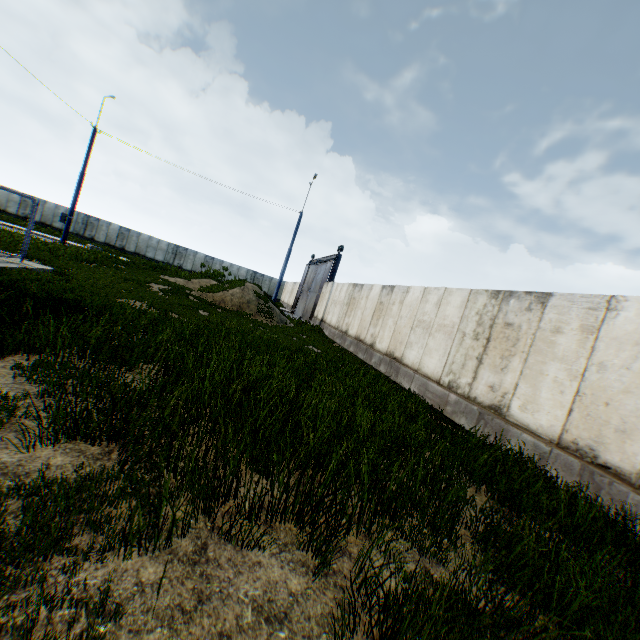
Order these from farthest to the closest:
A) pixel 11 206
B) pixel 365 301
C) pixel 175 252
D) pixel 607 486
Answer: pixel 175 252 → pixel 11 206 → pixel 365 301 → pixel 607 486

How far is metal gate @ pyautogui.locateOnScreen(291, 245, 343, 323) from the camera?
25.9m

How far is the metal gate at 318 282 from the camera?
25.86m
